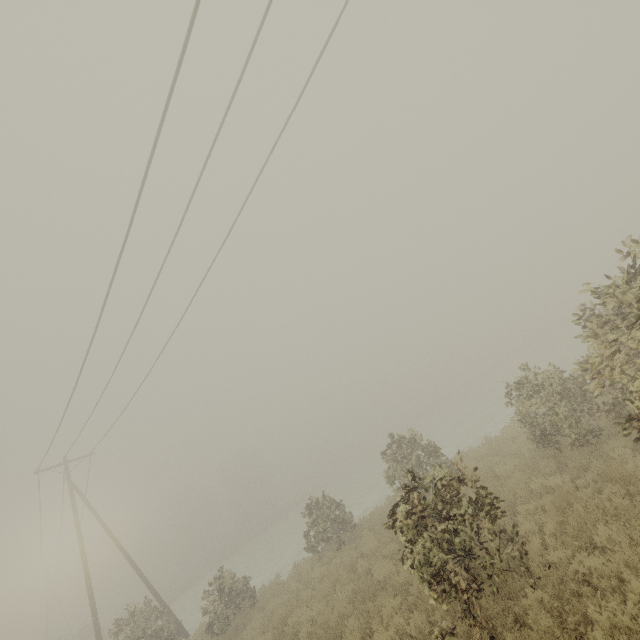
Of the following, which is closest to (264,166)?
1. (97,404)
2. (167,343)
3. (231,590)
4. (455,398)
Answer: (167,343)
